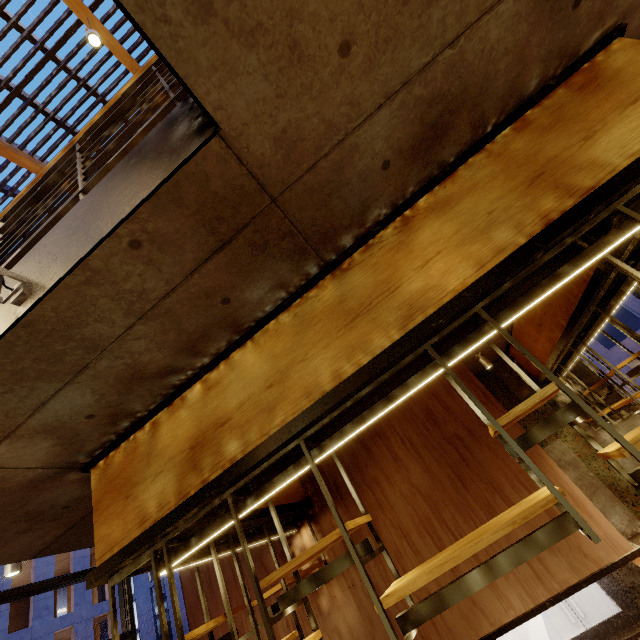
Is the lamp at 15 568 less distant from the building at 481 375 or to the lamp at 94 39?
the building at 481 375

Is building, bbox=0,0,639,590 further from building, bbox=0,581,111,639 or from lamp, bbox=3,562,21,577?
building, bbox=0,581,111,639

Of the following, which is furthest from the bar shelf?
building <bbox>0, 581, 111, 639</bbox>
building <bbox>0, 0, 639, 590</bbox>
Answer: building <bbox>0, 581, 111, 639</bbox>

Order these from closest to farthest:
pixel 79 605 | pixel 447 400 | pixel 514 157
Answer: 1. pixel 514 157
2. pixel 447 400
3. pixel 79 605

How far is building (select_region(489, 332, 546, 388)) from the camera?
6.4m

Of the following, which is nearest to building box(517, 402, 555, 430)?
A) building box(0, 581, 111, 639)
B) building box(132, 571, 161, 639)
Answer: building box(0, 581, 111, 639)

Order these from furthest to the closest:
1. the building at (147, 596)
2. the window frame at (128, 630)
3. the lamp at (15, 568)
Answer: the building at (147, 596) < the window frame at (128, 630) < the lamp at (15, 568)

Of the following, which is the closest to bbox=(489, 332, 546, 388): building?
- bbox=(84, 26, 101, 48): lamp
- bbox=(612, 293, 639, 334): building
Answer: bbox=(84, 26, 101, 48): lamp
